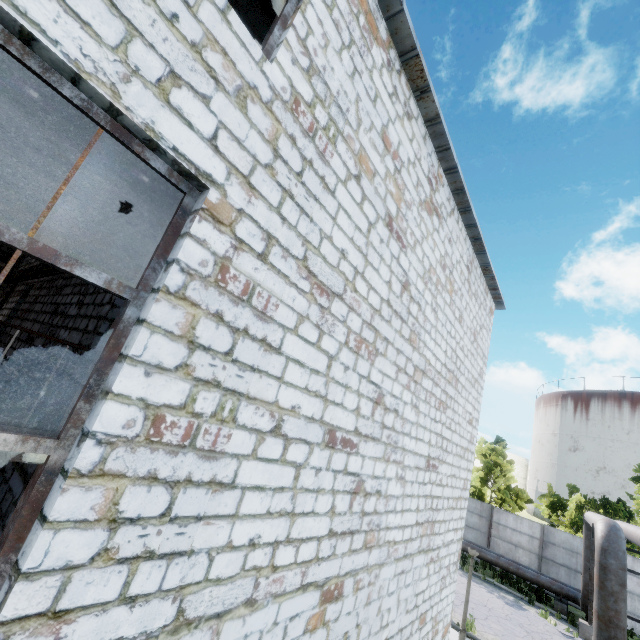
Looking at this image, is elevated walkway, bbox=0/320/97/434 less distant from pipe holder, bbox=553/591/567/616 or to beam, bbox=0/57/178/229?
beam, bbox=0/57/178/229

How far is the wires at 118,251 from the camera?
5.2m

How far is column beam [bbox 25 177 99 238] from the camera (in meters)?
11.04

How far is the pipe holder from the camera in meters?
16.8 m

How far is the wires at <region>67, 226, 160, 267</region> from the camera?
5.2 meters

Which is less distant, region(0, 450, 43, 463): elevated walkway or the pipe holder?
region(0, 450, 43, 463): elevated walkway

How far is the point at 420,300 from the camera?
6.0 meters

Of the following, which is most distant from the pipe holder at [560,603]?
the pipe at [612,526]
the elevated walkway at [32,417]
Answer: the elevated walkway at [32,417]
